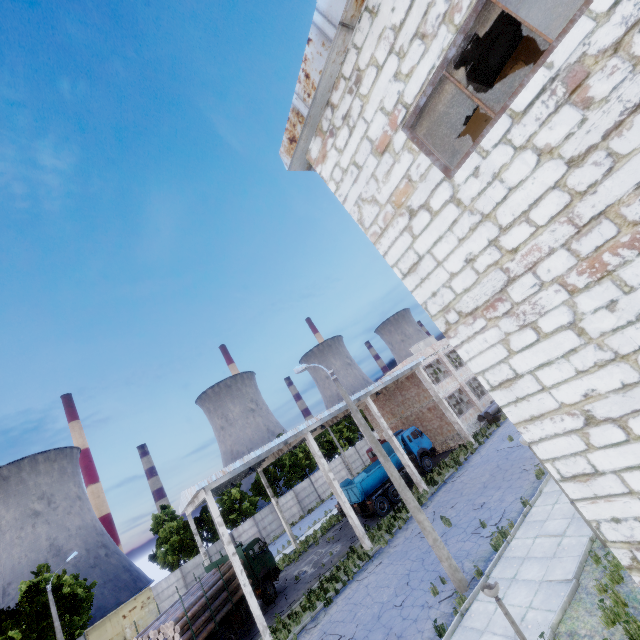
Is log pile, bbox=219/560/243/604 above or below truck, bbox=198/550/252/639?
above

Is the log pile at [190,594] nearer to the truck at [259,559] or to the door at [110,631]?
the truck at [259,559]

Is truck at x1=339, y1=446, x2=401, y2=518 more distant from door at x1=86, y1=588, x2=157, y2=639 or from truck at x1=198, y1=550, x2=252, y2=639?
door at x1=86, y1=588, x2=157, y2=639

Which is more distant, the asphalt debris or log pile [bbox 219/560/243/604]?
log pile [bbox 219/560/243/604]

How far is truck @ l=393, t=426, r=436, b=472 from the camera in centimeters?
2689cm

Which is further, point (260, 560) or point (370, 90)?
point (260, 560)

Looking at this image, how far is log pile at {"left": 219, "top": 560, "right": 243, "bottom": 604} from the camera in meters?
18.5

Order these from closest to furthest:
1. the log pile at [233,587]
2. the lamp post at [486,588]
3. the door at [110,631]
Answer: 1. the lamp post at [486,588]
2. the log pile at [233,587]
3. the door at [110,631]
